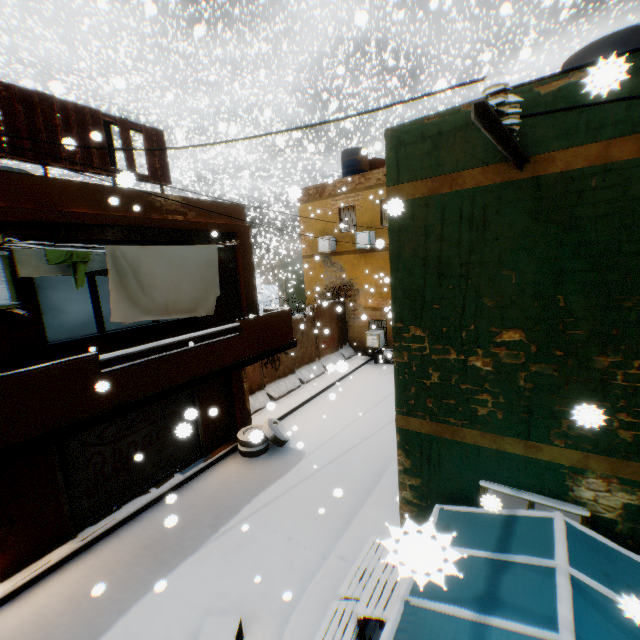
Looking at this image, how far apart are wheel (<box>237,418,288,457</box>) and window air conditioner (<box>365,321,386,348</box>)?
8.1m

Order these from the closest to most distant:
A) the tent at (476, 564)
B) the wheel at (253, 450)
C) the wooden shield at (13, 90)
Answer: the tent at (476, 564) → the wheel at (253, 450) → the wooden shield at (13, 90)

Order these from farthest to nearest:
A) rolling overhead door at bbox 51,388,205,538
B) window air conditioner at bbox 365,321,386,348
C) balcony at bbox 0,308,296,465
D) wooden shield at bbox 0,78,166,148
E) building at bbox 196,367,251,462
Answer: window air conditioner at bbox 365,321,386,348, building at bbox 196,367,251,462, rolling overhead door at bbox 51,388,205,538, wooden shield at bbox 0,78,166,148, balcony at bbox 0,308,296,465

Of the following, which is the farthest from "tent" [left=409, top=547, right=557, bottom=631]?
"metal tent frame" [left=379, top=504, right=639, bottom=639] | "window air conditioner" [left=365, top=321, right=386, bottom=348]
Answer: "window air conditioner" [left=365, top=321, right=386, bottom=348]

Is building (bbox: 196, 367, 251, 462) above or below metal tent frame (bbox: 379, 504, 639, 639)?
below

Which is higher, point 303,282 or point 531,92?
point 531,92

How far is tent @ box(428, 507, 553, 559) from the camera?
3.2 meters

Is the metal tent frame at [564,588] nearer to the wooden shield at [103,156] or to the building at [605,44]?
the building at [605,44]
